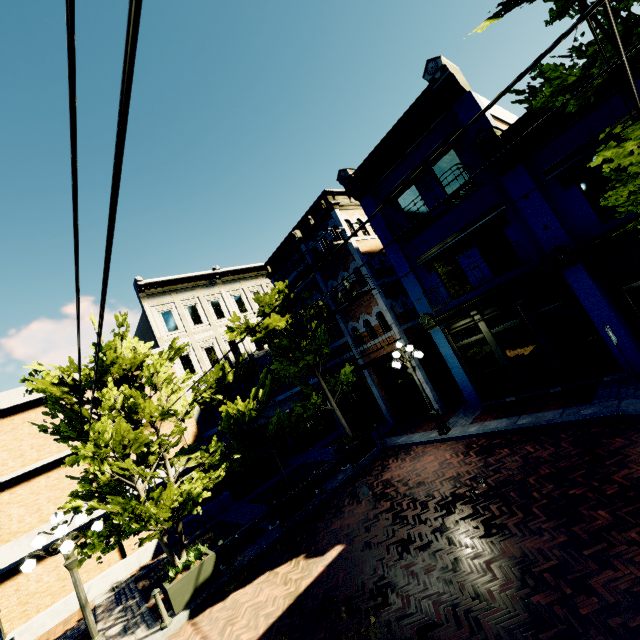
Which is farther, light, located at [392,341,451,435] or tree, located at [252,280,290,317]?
tree, located at [252,280,290,317]

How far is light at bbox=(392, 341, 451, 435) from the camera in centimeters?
1166cm

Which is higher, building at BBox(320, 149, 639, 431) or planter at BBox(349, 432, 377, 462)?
building at BBox(320, 149, 639, 431)

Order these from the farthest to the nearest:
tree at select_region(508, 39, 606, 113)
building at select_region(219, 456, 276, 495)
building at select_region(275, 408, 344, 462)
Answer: building at select_region(275, 408, 344, 462)
building at select_region(219, 456, 276, 495)
tree at select_region(508, 39, 606, 113)

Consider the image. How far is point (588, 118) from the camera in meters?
8.8 m

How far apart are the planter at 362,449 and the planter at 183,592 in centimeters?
594cm

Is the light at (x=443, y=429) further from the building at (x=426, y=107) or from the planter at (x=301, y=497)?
the planter at (x=301, y=497)

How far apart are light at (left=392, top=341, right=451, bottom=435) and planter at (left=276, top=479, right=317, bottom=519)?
4.93m
